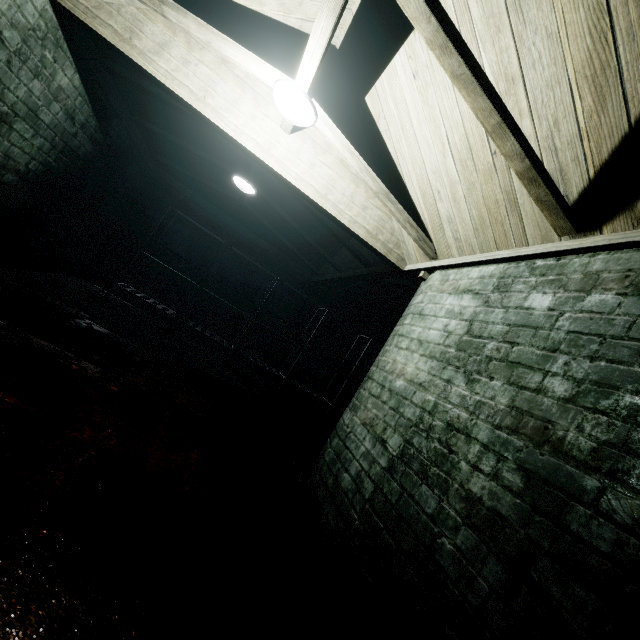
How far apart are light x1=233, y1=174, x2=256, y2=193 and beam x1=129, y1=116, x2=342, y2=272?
0.0m

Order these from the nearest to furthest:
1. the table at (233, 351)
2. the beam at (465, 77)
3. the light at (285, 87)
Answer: the beam at (465, 77), the light at (285, 87), the table at (233, 351)

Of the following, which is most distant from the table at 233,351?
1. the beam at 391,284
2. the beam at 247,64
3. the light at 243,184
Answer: the beam at 247,64

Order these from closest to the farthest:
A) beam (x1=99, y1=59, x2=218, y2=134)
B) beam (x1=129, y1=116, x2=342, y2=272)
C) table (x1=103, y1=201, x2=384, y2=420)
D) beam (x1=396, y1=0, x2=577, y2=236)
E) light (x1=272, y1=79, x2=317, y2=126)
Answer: beam (x1=396, y1=0, x2=577, y2=236), light (x1=272, y1=79, x2=317, y2=126), beam (x1=99, y1=59, x2=218, y2=134), beam (x1=129, y1=116, x2=342, y2=272), table (x1=103, y1=201, x2=384, y2=420)

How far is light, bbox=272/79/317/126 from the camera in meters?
2.0

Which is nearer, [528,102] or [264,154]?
[528,102]

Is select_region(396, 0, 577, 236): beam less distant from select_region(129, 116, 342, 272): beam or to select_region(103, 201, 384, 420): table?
select_region(129, 116, 342, 272): beam
